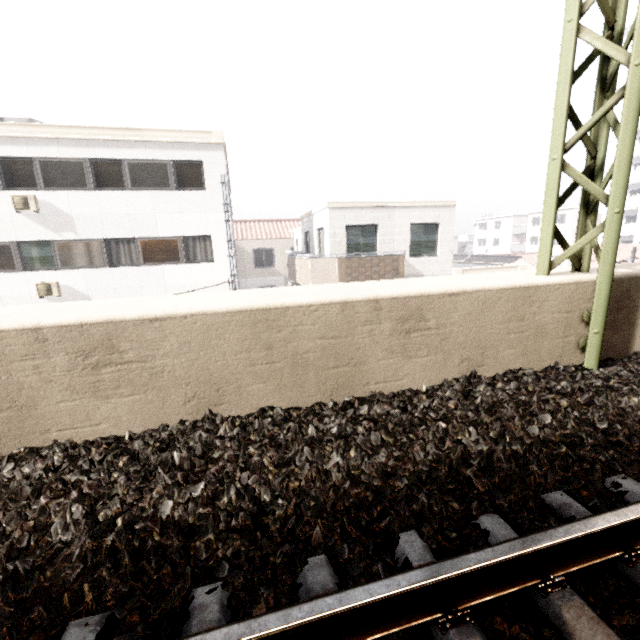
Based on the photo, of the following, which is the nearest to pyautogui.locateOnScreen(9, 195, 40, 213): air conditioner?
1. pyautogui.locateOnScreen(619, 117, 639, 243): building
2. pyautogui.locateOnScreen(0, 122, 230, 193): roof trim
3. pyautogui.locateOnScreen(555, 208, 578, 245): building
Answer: pyautogui.locateOnScreen(0, 122, 230, 193): roof trim

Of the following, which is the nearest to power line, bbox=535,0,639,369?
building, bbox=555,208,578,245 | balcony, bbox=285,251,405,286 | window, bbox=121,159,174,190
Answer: balcony, bbox=285,251,405,286

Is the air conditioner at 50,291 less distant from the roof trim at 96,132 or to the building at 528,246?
the roof trim at 96,132

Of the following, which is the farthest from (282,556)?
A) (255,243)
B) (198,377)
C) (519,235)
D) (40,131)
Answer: (519,235)

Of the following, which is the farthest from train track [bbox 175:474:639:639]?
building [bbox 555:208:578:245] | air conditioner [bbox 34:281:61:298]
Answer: building [bbox 555:208:578:245]

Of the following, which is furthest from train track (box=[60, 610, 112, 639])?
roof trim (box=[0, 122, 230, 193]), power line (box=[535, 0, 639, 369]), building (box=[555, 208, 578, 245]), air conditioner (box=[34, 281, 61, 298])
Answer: building (box=[555, 208, 578, 245])

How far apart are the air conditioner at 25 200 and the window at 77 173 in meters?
0.3

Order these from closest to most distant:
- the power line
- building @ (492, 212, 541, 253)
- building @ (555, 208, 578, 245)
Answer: the power line
building @ (555, 208, 578, 245)
building @ (492, 212, 541, 253)
